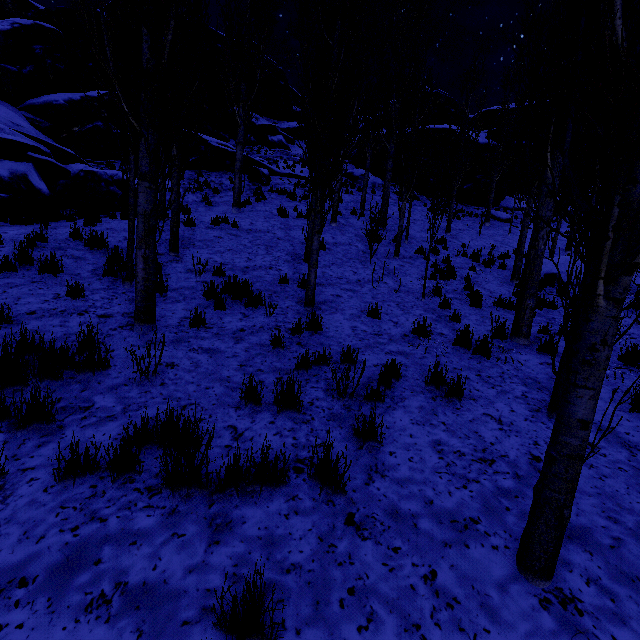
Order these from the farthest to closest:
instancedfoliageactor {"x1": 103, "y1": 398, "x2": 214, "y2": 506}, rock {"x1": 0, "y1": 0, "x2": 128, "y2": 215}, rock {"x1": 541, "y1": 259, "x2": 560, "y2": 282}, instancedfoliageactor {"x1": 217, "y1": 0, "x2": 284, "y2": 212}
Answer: rock {"x1": 541, "y1": 259, "x2": 560, "y2": 282}, instancedfoliageactor {"x1": 217, "y1": 0, "x2": 284, "y2": 212}, rock {"x1": 0, "y1": 0, "x2": 128, "y2": 215}, instancedfoliageactor {"x1": 103, "y1": 398, "x2": 214, "y2": 506}

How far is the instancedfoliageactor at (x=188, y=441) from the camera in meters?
2.4

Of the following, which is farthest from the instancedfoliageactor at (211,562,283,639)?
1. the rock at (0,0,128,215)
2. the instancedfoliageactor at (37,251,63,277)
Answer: the instancedfoliageactor at (37,251,63,277)

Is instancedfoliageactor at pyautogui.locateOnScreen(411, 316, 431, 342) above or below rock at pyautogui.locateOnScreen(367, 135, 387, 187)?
below

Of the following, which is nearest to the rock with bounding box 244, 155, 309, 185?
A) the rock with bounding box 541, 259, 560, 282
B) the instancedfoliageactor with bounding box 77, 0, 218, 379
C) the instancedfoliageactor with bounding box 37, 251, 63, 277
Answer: the instancedfoliageactor with bounding box 77, 0, 218, 379

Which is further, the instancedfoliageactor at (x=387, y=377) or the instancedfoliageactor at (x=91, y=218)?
the instancedfoliageactor at (x=91, y=218)

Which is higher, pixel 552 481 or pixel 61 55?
pixel 61 55
